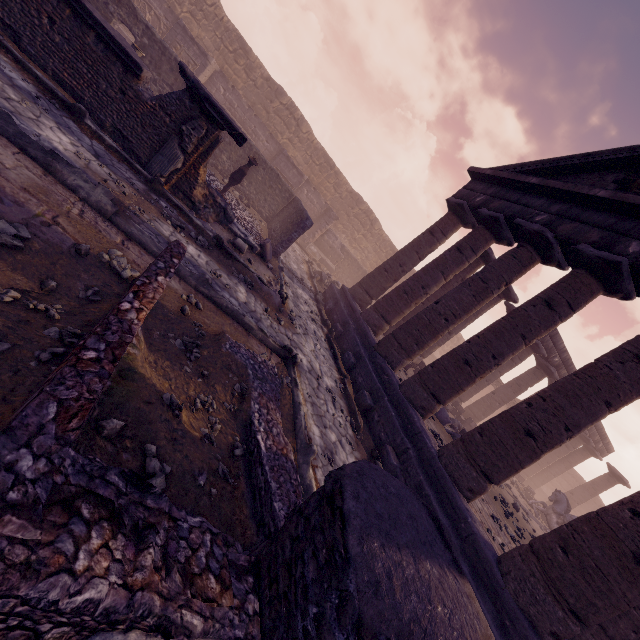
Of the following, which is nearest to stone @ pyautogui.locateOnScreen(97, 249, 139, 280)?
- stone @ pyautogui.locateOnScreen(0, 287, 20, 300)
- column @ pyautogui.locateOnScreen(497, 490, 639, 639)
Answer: stone @ pyautogui.locateOnScreen(0, 287, 20, 300)

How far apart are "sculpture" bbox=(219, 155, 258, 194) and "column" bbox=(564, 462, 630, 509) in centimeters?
2847cm

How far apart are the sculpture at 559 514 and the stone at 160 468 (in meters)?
19.64

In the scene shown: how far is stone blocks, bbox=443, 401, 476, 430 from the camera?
15.41m

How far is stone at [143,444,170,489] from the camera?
2.11m

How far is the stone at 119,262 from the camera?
4.0m

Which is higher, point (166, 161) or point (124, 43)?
point (124, 43)

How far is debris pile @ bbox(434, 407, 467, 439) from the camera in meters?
10.7 m
